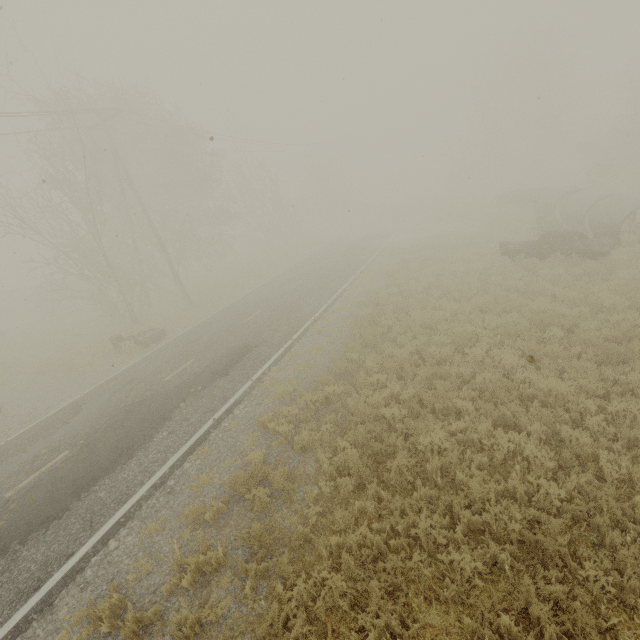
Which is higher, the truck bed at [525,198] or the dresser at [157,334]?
the truck bed at [525,198]

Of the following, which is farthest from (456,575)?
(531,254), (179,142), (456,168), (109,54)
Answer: (456,168)

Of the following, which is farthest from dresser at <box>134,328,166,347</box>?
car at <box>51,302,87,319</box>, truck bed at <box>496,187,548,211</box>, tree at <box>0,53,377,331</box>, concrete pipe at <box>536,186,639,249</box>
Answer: truck bed at <box>496,187,548,211</box>

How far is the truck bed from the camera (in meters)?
27.25

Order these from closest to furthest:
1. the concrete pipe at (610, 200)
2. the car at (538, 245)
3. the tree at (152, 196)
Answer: the car at (538, 245) → the concrete pipe at (610, 200) → the tree at (152, 196)

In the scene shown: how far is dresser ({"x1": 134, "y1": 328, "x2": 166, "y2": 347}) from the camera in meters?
16.5

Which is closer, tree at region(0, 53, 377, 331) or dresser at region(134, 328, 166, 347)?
dresser at region(134, 328, 166, 347)

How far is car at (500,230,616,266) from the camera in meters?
13.9 m
